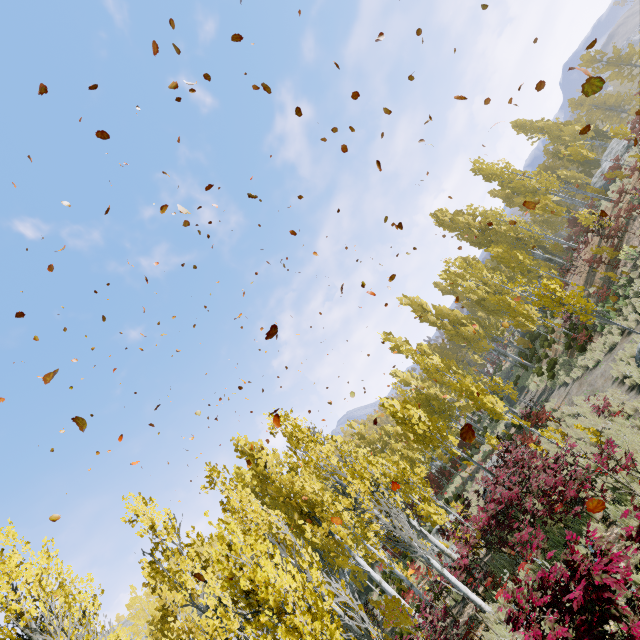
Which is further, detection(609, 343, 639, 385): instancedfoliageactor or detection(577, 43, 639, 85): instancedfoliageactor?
detection(577, 43, 639, 85): instancedfoliageactor

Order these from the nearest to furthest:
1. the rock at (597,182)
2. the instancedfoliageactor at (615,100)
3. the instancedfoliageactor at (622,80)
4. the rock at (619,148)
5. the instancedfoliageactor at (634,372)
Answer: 1. the instancedfoliageactor at (615,100)
2. the instancedfoliageactor at (634,372)
3. the rock at (619,148)
4. the rock at (597,182)
5. the instancedfoliageactor at (622,80)

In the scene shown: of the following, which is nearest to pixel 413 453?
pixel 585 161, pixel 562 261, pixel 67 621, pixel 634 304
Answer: pixel 634 304

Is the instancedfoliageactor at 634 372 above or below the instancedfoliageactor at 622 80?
below

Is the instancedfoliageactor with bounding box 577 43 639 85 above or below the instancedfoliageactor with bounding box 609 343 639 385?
above

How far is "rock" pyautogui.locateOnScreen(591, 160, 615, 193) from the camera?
25.91m

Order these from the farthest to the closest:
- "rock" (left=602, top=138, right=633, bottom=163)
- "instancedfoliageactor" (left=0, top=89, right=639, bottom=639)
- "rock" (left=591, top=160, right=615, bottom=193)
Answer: "rock" (left=591, top=160, right=615, bottom=193)
"rock" (left=602, top=138, right=633, bottom=163)
"instancedfoliageactor" (left=0, top=89, right=639, bottom=639)
